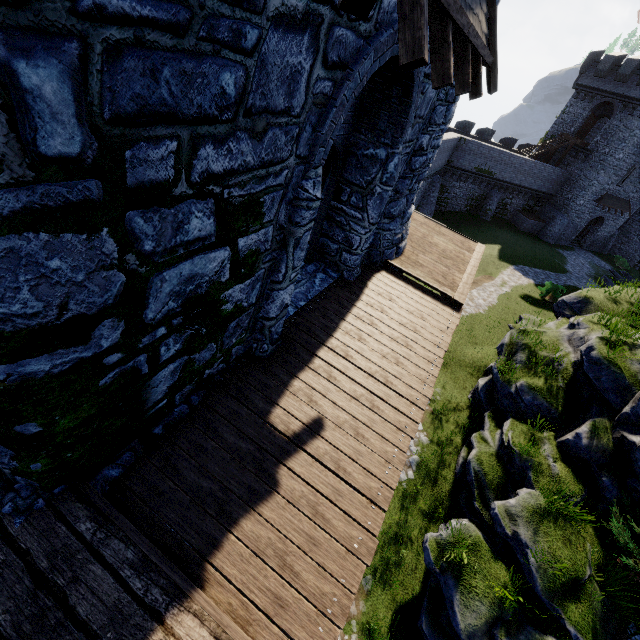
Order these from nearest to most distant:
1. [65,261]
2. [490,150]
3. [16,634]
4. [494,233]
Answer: [65,261] → [16,634] → [490,150] → [494,233]

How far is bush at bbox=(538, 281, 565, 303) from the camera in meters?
23.9

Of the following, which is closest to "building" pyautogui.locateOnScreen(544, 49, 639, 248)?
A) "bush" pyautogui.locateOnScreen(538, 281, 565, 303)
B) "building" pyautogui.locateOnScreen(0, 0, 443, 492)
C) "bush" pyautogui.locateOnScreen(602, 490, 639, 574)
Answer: "bush" pyautogui.locateOnScreen(538, 281, 565, 303)

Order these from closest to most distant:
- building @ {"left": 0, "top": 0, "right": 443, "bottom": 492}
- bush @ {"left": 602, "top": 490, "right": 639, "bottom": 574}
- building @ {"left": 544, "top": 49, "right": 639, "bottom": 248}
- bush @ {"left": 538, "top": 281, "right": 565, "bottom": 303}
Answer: building @ {"left": 0, "top": 0, "right": 443, "bottom": 492} < bush @ {"left": 602, "top": 490, "right": 639, "bottom": 574} < bush @ {"left": 538, "top": 281, "right": 565, "bottom": 303} < building @ {"left": 544, "top": 49, "right": 639, "bottom": 248}

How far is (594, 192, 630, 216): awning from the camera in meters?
35.6

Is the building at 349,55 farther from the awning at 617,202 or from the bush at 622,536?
the awning at 617,202

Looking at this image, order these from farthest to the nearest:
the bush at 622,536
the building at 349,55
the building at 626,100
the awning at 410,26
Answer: the building at 626,100, the bush at 622,536, the awning at 410,26, the building at 349,55

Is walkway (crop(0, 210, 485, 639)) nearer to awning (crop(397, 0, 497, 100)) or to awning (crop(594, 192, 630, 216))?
awning (crop(397, 0, 497, 100))
